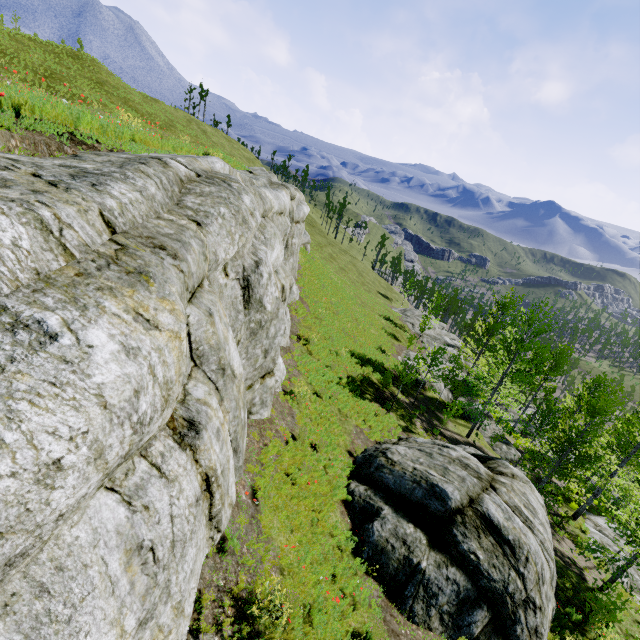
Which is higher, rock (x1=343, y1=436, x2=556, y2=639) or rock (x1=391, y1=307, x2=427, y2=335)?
rock (x1=343, y1=436, x2=556, y2=639)

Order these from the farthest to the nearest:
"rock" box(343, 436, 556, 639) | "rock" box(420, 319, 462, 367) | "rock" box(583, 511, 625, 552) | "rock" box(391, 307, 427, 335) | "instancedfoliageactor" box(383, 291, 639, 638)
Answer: "rock" box(391, 307, 427, 335) → "rock" box(420, 319, 462, 367) → "rock" box(583, 511, 625, 552) → "instancedfoliageactor" box(383, 291, 639, 638) → "rock" box(343, 436, 556, 639)

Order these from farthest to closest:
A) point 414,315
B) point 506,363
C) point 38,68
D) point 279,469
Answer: point 414,315
point 506,363
point 38,68
point 279,469

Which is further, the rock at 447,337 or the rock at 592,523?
the rock at 447,337

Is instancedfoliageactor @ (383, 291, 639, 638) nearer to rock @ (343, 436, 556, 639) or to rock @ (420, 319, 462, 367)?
rock @ (420, 319, 462, 367)

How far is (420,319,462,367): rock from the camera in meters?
37.8 m

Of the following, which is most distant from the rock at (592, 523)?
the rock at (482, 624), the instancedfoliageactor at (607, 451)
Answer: the rock at (482, 624)

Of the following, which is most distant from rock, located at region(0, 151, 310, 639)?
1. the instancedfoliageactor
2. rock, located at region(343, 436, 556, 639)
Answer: rock, located at region(343, 436, 556, 639)
